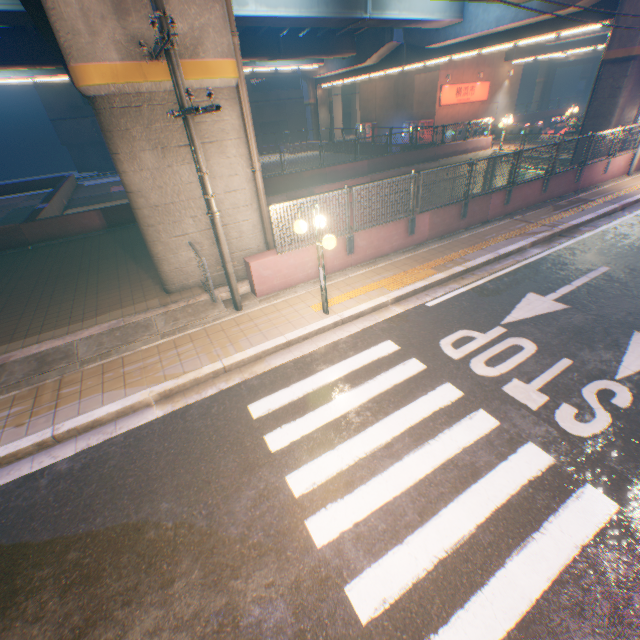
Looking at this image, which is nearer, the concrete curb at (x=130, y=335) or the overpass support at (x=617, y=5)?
the concrete curb at (x=130, y=335)

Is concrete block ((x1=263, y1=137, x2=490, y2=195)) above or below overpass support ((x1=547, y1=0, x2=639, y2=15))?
below

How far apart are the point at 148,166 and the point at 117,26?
2.4 meters

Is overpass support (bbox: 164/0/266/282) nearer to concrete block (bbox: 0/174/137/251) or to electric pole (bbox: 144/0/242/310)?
concrete block (bbox: 0/174/137/251)

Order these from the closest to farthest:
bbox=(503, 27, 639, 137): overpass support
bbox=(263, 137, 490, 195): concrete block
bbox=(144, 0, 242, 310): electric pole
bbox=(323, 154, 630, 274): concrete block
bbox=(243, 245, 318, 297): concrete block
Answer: bbox=(144, 0, 242, 310): electric pole, bbox=(243, 245, 318, 297): concrete block, bbox=(323, 154, 630, 274): concrete block, bbox=(503, 27, 639, 137): overpass support, bbox=(263, 137, 490, 195): concrete block

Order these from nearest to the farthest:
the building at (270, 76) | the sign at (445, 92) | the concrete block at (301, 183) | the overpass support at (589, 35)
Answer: the overpass support at (589, 35), the concrete block at (301, 183), the sign at (445, 92), the building at (270, 76)

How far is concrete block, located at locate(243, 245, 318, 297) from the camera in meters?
8.1

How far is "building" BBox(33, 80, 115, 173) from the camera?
34.4 meters
